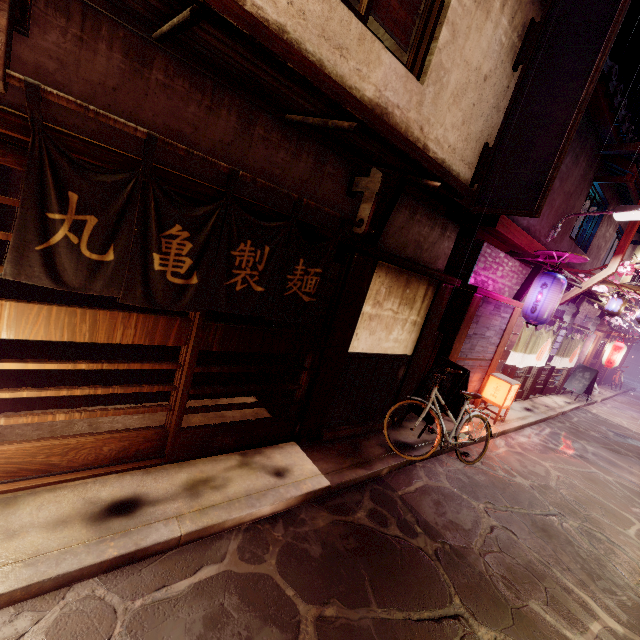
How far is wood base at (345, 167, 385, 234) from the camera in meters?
6.8

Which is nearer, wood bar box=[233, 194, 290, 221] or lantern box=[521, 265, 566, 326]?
wood bar box=[233, 194, 290, 221]

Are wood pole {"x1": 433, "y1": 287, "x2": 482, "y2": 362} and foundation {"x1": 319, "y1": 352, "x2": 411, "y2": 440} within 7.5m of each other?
yes

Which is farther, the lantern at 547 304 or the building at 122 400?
the lantern at 547 304

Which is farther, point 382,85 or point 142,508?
point 382,85

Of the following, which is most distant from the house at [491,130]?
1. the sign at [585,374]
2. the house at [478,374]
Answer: the sign at [585,374]

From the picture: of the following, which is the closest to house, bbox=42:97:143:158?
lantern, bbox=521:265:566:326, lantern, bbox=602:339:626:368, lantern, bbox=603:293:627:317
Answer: lantern, bbox=521:265:566:326

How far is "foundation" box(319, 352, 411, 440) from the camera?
9.0m
